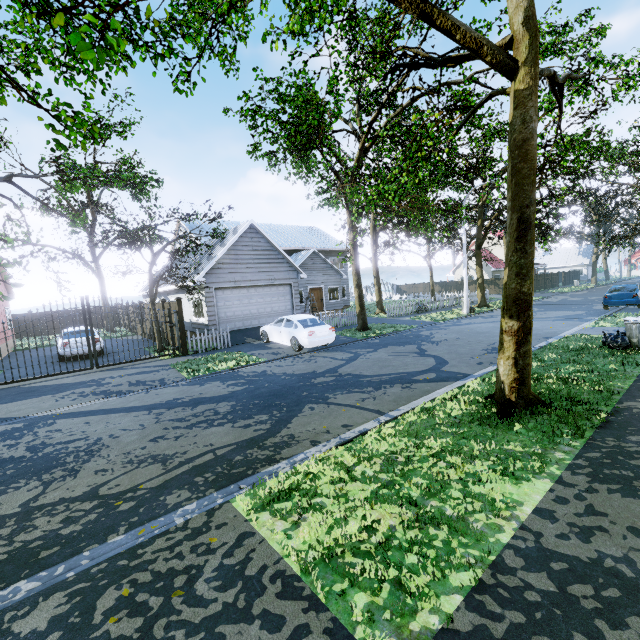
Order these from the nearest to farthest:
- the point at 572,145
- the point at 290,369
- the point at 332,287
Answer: the point at 290,369
the point at 572,145
the point at 332,287

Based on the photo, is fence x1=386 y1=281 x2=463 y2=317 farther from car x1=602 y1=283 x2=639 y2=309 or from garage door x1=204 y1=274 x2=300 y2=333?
car x1=602 y1=283 x2=639 y2=309

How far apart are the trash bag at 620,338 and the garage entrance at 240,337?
13.2m

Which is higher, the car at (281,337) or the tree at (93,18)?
the tree at (93,18)

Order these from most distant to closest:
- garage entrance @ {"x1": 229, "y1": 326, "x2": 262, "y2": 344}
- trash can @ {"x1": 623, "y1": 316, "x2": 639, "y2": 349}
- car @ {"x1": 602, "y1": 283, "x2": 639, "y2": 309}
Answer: car @ {"x1": 602, "y1": 283, "x2": 639, "y2": 309} → garage entrance @ {"x1": 229, "y1": 326, "x2": 262, "y2": 344} → trash can @ {"x1": 623, "y1": 316, "x2": 639, "y2": 349}

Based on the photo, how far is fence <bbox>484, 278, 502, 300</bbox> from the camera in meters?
32.9

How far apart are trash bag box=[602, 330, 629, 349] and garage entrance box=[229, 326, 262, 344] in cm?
1323
